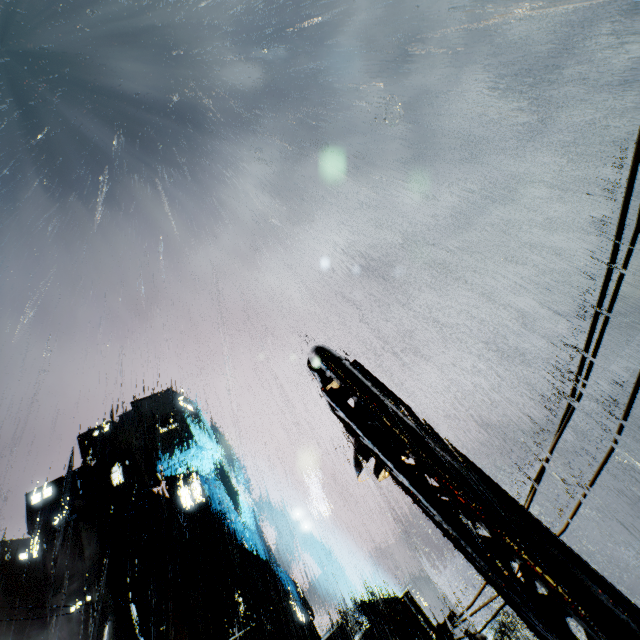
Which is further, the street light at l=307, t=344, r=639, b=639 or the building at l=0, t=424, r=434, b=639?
the building at l=0, t=424, r=434, b=639

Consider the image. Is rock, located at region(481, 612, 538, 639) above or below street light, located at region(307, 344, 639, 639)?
below

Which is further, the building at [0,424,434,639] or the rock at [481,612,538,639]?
the rock at [481,612,538,639]

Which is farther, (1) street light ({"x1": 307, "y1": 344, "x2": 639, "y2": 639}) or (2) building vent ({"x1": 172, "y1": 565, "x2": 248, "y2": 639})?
(2) building vent ({"x1": 172, "y1": 565, "x2": 248, "y2": 639})

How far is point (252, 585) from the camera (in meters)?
45.88

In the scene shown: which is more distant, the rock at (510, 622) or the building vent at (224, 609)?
the rock at (510, 622)

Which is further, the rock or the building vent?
the rock

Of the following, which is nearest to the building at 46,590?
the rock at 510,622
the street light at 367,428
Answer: the street light at 367,428
